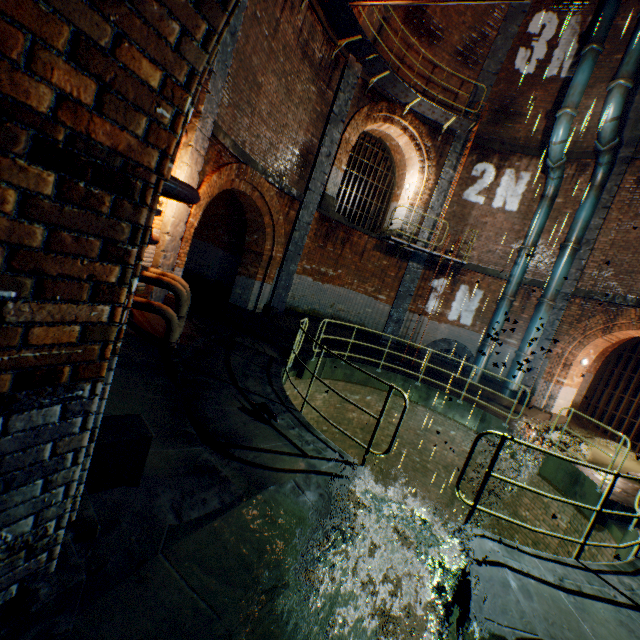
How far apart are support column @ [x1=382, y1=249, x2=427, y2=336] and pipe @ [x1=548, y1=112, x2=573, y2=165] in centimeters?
299cm

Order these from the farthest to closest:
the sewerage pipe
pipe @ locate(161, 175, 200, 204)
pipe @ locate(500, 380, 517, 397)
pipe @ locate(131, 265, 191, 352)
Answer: the sewerage pipe < pipe @ locate(500, 380, 517, 397) < pipe @ locate(131, 265, 191, 352) < pipe @ locate(161, 175, 200, 204)

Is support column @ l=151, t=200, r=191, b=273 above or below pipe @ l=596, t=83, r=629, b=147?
below

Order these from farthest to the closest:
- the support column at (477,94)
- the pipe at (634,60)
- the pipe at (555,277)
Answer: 1. the support column at (477,94)
2. the pipe at (555,277)
3. the pipe at (634,60)

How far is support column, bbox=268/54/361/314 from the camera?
11.2m

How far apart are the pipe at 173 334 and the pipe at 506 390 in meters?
11.7

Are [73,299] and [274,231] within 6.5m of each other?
no

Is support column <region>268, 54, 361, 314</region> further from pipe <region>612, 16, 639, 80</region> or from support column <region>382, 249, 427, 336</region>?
pipe <region>612, 16, 639, 80</region>
